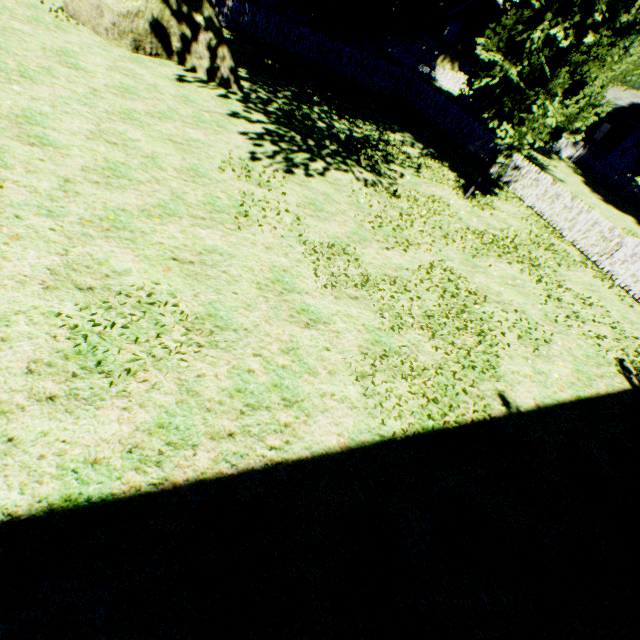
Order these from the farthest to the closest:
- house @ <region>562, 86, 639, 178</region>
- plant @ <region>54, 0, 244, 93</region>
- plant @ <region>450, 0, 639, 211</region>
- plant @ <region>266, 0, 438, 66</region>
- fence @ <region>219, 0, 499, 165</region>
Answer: house @ <region>562, 86, 639, 178</region>
plant @ <region>266, 0, 438, 66</region>
fence @ <region>219, 0, 499, 165</region>
plant @ <region>54, 0, 244, 93</region>
plant @ <region>450, 0, 639, 211</region>

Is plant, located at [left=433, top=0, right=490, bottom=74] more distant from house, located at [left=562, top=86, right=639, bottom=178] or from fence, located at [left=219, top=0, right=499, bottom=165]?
house, located at [left=562, top=86, right=639, bottom=178]

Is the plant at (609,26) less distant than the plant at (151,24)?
Yes

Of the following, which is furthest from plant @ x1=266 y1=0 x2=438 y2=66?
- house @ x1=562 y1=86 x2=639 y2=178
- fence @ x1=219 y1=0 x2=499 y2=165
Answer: house @ x1=562 y1=86 x2=639 y2=178

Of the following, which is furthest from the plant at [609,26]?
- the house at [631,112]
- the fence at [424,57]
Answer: the house at [631,112]

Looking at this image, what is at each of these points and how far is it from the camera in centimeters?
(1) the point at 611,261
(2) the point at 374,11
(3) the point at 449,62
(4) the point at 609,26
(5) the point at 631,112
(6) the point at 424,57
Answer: (1) fence, 1218cm
(2) plant, 1886cm
(3) plant, 4147cm
(4) plant, 773cm
(5) house, 3109cm
(6) fence, 4559cm
